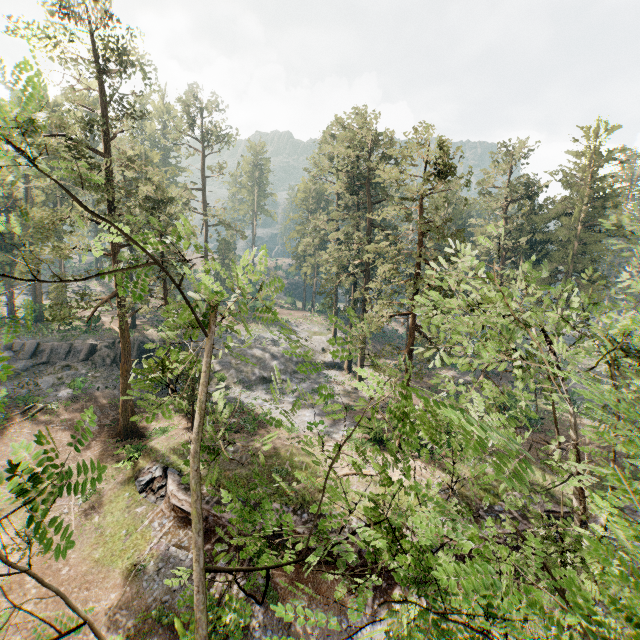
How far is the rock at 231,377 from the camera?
37.75m

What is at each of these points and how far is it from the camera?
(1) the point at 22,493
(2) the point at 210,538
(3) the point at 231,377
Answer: (1) foliage, 2.5m
(2) ground embankment, 18.9m
(3) rock, 37.8m

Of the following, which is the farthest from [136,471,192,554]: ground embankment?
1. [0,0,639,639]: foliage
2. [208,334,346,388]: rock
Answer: [208,334,346,388]: rock

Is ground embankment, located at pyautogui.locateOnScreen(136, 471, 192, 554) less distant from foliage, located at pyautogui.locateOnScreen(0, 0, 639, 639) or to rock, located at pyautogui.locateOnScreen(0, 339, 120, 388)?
foliage, located at pyautogui.locateOnScreen(0, 0, 639, 639)

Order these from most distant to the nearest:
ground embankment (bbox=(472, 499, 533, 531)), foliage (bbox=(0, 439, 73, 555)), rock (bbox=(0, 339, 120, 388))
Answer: rock (bbox=(0, 339, 120, 388)), ground embankment (bbox=(472, 499, 533, 531)), foliage (bbox=(0, 439, 73, 555))

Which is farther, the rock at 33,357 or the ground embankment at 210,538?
the rock at 33,357

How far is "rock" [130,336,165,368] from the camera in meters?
37.4 m
